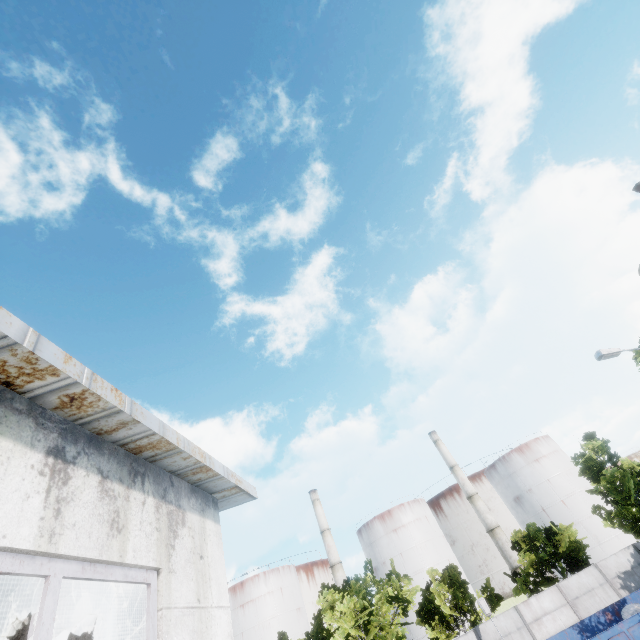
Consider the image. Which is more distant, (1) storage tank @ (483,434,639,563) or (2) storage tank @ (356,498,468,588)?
(2) storage tank @ (356,498,468,588)

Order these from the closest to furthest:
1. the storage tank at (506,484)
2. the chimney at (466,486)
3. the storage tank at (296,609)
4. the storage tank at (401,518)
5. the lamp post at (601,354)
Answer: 1. the lamp post at (601,354)
2. the storage tank at (506,484)
3. the chimney at (466,486)
4. the storage tank at (296,609)
5. the storage tank at (401,518)

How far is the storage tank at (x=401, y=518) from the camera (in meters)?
45.91

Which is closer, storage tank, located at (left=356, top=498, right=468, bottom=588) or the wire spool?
the wire spool

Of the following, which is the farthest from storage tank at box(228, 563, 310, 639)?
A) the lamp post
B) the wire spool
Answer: the lamp post

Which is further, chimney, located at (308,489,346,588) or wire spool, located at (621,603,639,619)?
chimney, located at (308,489,346,588)

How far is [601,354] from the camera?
13.2m

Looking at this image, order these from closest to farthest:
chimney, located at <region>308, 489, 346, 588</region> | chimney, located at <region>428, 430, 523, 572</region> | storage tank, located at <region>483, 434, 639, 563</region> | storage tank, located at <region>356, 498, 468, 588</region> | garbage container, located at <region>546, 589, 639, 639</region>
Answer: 1. garbage container, located at <region>546, 589, 639, 639</region>
2. storage tank, located at <region>483, 434, 639, 563</region>
3. chimney, located at <region>428, 430, 523, 572</region>
4. storage tank, located at <region>356, 498, 468, 588</region>
5. chimney, located at <region>308, 489, 346, 588</region>
